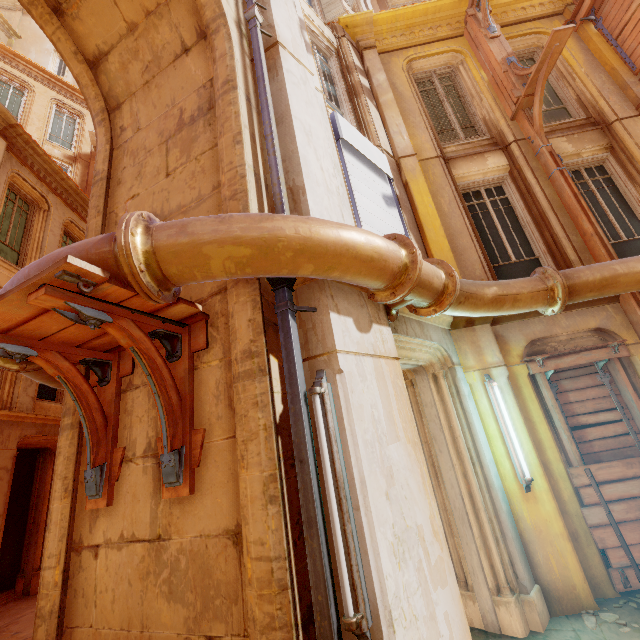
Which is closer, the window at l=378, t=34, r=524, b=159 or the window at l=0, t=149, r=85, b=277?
the window at l=378, t=34, r=524, b=159

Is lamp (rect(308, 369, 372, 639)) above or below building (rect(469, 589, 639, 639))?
above

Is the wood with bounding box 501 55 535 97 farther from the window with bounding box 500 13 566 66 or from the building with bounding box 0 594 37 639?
the building with bounding box 0 594 37 639

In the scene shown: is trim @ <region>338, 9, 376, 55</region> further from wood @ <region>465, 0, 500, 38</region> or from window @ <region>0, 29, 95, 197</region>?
window @ <region>0, 29, 95, 197</region>

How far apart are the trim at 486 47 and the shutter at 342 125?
3.3m

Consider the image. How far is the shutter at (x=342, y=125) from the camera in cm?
487

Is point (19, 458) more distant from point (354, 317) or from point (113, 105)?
point (354, 317)

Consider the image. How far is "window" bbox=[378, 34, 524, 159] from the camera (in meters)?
7.27
